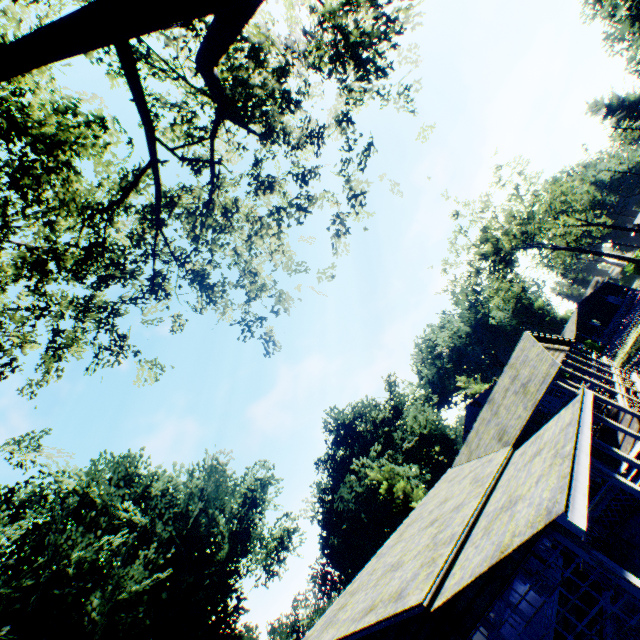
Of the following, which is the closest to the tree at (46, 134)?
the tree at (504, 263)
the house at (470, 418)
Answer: the house at (470, 418)

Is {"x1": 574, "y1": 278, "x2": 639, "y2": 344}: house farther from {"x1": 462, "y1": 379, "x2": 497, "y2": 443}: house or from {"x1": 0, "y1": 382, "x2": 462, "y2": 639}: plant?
{"x1": 462, "y1": 379, "x2": 497, "y2": 443}: house

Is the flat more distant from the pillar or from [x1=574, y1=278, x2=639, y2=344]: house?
[x1=574, y1=278, x2=639, y2=344]: house

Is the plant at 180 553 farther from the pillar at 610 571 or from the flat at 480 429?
the pillar at 610 571

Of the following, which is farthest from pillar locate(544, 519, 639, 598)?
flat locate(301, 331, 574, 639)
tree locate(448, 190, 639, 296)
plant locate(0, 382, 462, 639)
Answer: tree locate(448, 190, 639, 296)

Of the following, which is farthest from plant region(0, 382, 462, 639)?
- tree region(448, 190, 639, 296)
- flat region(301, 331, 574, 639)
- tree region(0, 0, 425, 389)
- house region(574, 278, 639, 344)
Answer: tree region(448, 190, 639, 296)

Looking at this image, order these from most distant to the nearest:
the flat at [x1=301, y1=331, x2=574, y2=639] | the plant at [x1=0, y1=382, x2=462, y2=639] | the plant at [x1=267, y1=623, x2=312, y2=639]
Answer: the plant at [x1=267, y1=623, x2=312, y2=639]
the plant at [x1=0, y1=382, x2=462, y2=639]
the flat at [x1=301, y1=331, x2=574, y2=639]

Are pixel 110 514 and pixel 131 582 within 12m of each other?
yes
